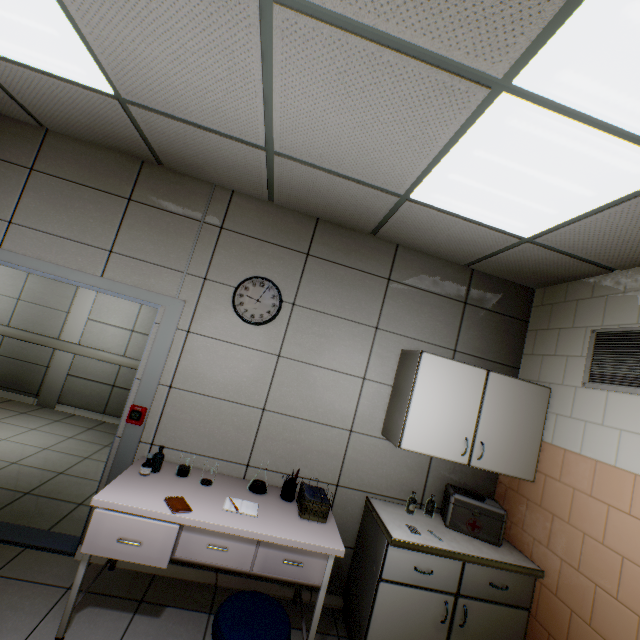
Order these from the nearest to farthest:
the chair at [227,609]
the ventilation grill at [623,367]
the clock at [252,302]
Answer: the chair at [227,609] → the ventilation grill at [623,367] → the clock at [252,302]

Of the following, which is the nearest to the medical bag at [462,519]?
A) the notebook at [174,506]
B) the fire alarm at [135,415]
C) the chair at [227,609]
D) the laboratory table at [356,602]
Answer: the laboratory table at [356,602]

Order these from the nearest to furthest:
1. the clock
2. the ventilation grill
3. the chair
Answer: the chair
the ventilation grill
the clock

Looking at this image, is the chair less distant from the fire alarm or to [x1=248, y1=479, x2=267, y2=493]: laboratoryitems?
[x1=248, y1=479, x2=267, y2=493]: laboratoryitems

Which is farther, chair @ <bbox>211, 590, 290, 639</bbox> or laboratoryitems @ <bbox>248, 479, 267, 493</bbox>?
laboratoryitems @ <bbox>248, 479, 267, 493</bbox>

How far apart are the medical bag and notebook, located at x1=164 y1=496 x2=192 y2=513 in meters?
2.1

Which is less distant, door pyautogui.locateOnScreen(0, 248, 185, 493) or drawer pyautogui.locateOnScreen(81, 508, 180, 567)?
drawer pyautogui.locateOnScreen(81, 508, 180, 567)

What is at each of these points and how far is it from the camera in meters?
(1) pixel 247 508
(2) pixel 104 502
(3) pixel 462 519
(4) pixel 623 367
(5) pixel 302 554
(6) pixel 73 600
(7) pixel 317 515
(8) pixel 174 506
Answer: (1) notebook, 2.3 m
(2) laboratory table, 1.9 m
(3) medical bag, 2.6 m
(4) ventilation grill, 2.3 m
(5) drawer, 2.1 m
(6) laboratory table, 1.9 m
(7) paper stack, 2.4 m
(8) notebook, 2.0 m
